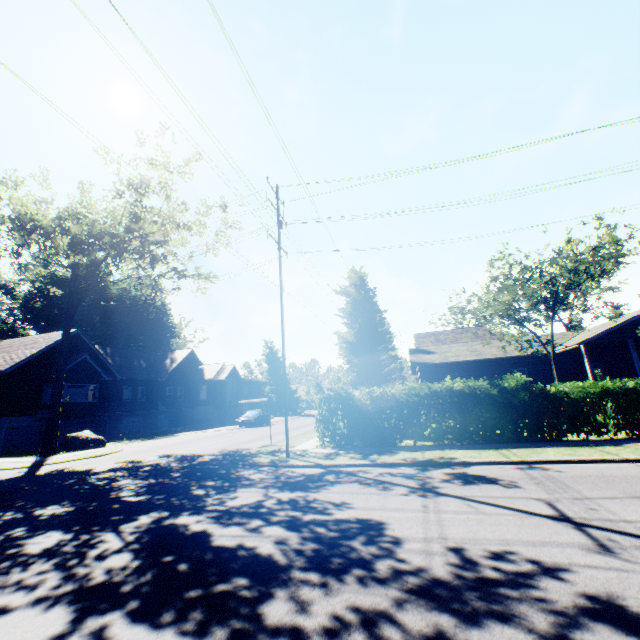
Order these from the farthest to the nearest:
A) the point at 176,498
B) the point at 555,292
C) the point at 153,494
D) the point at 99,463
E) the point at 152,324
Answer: the point at 152,324
the point at 555,292
the point at 99,463
the point at 153,494
the point at 176,498

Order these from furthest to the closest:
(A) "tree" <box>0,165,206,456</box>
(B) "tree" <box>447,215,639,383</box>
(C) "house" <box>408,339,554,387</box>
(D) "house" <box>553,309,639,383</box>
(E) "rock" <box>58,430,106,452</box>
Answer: (C) "house" <box>408,339,554,387</box> → (E) "rock" <box>58,430,106,452</box> → (D) "house" <box>553,309,639,383</box> → (A) "tree" <box>0,165,206,456</box> → (B) "tree" <box>447,215,639,383</box>

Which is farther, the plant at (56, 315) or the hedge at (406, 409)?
the plant at (56, 315)

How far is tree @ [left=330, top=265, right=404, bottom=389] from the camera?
19.9m

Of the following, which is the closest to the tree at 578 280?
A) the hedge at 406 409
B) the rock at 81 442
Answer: the rock at 81 442

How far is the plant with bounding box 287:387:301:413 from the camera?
57.8m

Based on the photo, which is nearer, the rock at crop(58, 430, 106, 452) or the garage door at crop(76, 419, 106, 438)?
the rock at crop(58, 430, 106, 452)

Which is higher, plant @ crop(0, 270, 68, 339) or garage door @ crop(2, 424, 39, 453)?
plant @ crop(0, 270, 68, 339)
